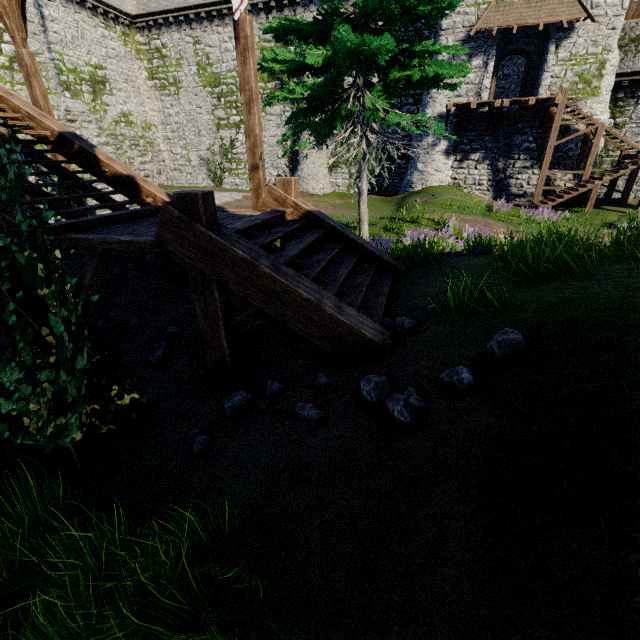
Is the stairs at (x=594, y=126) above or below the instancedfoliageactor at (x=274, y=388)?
above

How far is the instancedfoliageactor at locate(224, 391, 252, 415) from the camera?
3.84m

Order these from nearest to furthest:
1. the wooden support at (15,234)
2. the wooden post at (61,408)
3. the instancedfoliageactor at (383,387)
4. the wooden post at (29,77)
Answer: the instancedfoliageactor at (383,387) → the wooden post at (61,408) → the wooden support at (15,234) → the wooden post at (29,77)

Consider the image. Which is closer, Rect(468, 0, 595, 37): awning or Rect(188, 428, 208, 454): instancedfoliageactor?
Rect(188, 428, 208, 454): instancedfoliageactor

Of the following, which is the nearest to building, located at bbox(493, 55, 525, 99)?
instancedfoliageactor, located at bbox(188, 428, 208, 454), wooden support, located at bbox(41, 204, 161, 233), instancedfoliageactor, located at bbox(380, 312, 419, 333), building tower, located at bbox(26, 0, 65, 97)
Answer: building tower, located at bbox(26, 0, 65, 97)

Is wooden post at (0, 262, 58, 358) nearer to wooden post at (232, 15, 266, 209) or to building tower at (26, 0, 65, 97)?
wooden post at (232, 15, 266, 209)

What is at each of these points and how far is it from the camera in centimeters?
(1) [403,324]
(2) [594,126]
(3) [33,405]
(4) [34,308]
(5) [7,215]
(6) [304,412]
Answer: (1) instancedfoliageactor, 392cm
(2) stairs, 1848cm
(3) ivy, 319cm
(4) wooden post, 327cm
(5) stairs, 451cm
(6) instancedfoliageactor, 326cm

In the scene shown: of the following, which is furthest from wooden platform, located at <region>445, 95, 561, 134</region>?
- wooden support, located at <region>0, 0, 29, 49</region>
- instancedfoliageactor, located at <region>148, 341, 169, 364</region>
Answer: instancedfoliageactor, located at <region>148, 341, 169, 364</region>
